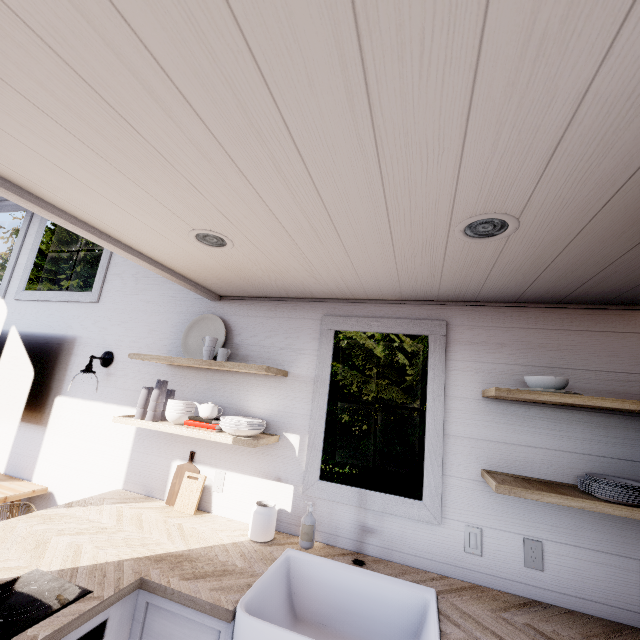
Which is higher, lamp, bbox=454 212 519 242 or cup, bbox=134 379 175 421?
lamp, bbox=454 212 519 242

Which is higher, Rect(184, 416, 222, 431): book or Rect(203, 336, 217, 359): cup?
Rect(203, 336, 217, 359): cup

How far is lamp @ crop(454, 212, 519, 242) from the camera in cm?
111

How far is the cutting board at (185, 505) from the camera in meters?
2.1 m

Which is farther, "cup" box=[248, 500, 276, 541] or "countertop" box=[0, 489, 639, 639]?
"cup" box=[248, 500, 276, 541]

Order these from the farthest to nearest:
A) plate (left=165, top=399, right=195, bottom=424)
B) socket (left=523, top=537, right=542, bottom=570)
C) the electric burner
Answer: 1. plate (left=165, top=399, right=195, bottom=424)
2. socket (left=523, top=537, right=542, bottom=570)
3. the electric burner

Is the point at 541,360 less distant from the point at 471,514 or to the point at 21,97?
the point at 471,514

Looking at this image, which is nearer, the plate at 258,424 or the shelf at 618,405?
the shelf at 618,405
